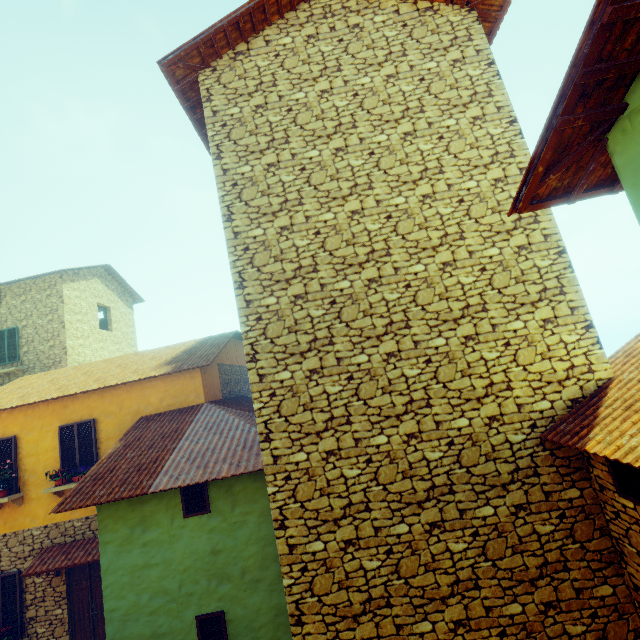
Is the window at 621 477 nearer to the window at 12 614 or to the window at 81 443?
the window at 81 443

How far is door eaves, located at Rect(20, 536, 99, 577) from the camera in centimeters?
847cm

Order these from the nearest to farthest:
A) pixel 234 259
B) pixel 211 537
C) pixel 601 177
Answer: pixel 601 177
pixel 234 259
pixel 211 537

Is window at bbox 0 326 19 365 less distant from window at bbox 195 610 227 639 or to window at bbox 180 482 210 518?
window at bbox 180 482 210 518

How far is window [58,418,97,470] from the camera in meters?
9.5

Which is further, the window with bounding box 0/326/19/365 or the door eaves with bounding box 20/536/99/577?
the window with bounding box 0/326/19/365

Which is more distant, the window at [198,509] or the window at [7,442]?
the window at [7,442]

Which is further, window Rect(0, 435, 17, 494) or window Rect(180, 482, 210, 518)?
window Rect(0, 435, 17, 494)
